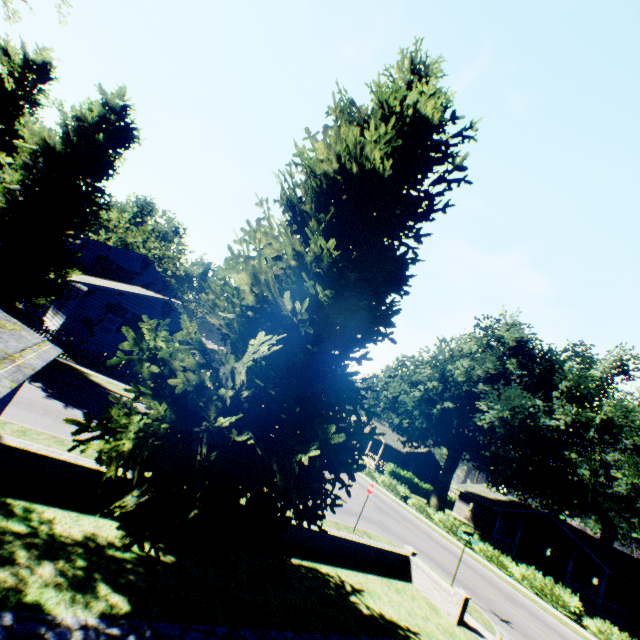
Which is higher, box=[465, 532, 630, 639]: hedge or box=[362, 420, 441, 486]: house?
box=[362, 420, 441, 486]: house

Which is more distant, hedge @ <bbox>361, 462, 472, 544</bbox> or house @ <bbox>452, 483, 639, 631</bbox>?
house @ <bbox>452, 483, 639, 631</bbox>

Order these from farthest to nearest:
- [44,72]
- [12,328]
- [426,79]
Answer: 1. [44,72]
2. [426,79]
3. [12,328]

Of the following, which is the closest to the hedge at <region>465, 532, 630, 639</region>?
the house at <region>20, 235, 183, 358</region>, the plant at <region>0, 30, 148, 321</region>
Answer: the plant at <region>0, 30, 148, 321</region>

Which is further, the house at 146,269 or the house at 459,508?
the house at 459,508

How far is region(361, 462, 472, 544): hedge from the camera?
27.58m

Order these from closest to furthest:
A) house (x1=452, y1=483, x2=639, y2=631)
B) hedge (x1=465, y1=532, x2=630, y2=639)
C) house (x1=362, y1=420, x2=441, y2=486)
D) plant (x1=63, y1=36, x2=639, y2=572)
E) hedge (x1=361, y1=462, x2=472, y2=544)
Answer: plant (x1=63, y1=36, x2=639, y2=572)
hedge (x1=465, y1=532, x2=630, y2=639)
hedge (x1=361, y1=462, x2=472, y2=544)
house (x1=452, y1=483, x2=639, y2=631)
house (x1=362, y1=420, x2=441, y2=486)

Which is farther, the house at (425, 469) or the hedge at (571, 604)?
the house at (425, 469)
